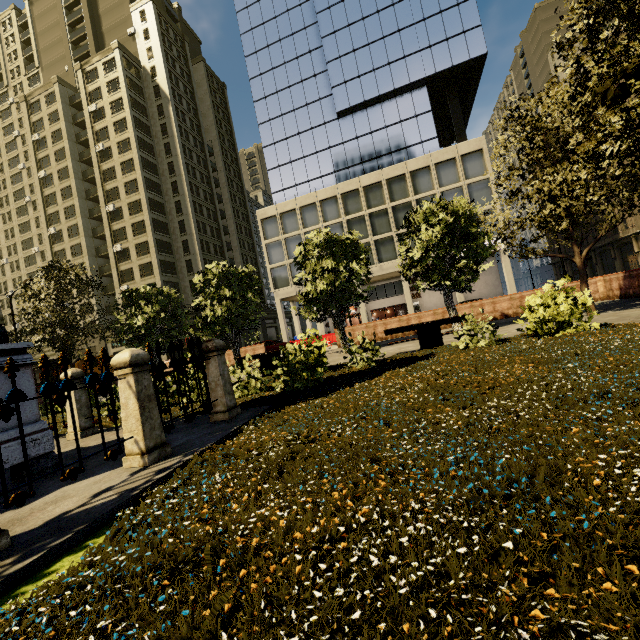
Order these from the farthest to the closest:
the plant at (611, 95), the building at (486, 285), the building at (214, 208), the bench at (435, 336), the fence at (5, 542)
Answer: the building at (214, 208) < the building at (486, 285) < the bench at (435, 336) < the plant at (611, 95) < the fence at (5, 542)

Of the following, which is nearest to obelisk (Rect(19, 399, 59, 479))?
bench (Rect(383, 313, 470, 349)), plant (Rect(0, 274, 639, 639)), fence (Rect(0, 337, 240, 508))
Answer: fence (Rect(0, 337, 240, 508))

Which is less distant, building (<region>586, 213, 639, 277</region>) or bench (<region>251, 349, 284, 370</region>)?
bench (<region>251, 349, 284, 370</region>)

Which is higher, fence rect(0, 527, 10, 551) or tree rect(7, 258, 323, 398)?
tree rect(7, 258, 323, 398)

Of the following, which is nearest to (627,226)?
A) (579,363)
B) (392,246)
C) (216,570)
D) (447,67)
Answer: (447,67)

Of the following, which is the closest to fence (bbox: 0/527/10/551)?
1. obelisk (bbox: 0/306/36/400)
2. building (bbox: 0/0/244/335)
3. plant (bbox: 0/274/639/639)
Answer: plant (bbox: 0/274/639/639)

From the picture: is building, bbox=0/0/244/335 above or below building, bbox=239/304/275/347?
above

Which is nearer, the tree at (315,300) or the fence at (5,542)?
the fence at (5,542)
